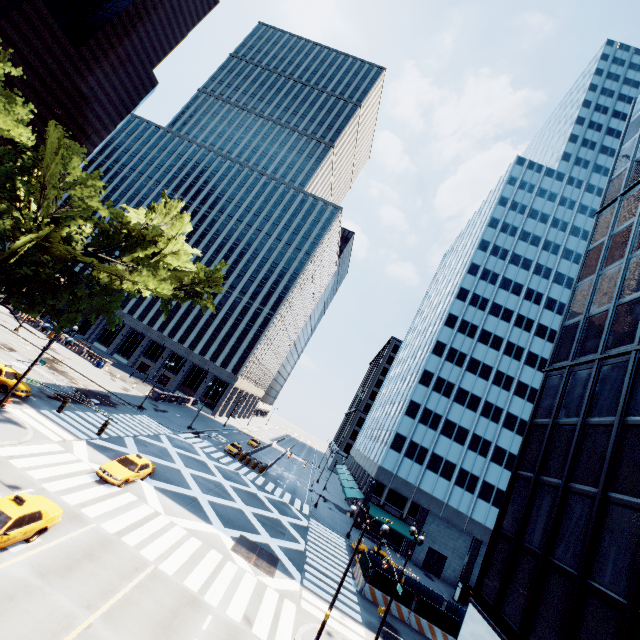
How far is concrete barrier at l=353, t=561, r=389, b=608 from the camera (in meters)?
26.22

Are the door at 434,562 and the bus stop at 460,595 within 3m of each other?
no

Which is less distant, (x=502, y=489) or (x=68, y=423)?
(x=68, y=423)

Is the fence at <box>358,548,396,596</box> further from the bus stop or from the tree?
the tree

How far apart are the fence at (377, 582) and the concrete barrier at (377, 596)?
0.0m

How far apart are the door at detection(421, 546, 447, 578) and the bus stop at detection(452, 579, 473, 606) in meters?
5.5

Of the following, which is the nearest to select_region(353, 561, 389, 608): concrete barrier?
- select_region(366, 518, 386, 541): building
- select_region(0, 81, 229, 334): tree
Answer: select_region(366, 518, 386, 541): building

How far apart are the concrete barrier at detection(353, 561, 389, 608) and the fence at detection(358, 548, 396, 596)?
0.0 meters
